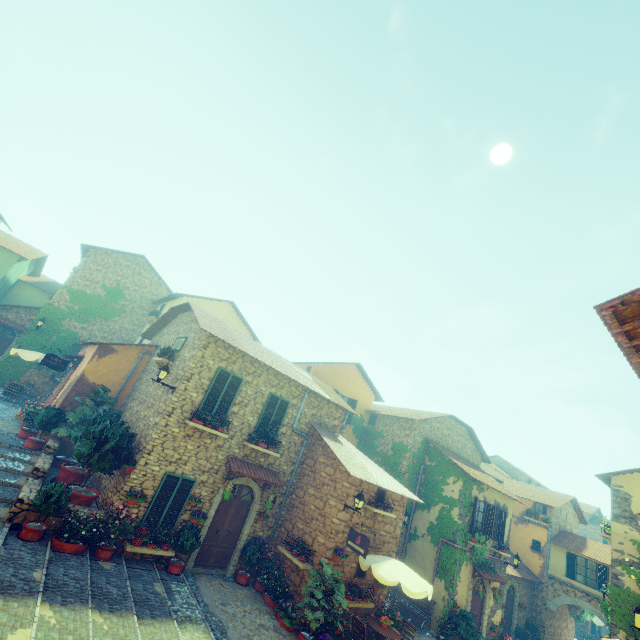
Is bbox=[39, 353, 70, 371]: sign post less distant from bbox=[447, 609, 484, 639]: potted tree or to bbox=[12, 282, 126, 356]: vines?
bbox=[12, 282, 126, 356]: vines

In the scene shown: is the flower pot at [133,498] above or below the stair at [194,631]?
above

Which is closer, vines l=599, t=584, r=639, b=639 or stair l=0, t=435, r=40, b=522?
stair l=0, t=435, r=40, b=522

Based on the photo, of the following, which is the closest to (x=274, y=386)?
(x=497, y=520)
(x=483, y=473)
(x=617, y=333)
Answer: (x=617, y=333)

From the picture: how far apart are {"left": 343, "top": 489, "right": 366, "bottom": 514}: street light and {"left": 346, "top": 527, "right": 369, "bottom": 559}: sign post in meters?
0.5 m

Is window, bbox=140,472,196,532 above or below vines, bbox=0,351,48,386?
below

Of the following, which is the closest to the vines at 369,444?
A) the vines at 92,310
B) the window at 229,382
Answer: the window at 229,382

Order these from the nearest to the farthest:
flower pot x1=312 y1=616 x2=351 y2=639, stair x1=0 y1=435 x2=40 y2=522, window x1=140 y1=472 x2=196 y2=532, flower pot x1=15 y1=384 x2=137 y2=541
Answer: flower pot x1=15 y1=384 x2=137 y2=541
stair x1=0 y1=435 x2=40 y2=522
flower pot x1=312 y1=616 x2=351 y2=639
window x1=140 y1=472 x2=196 y2=532
